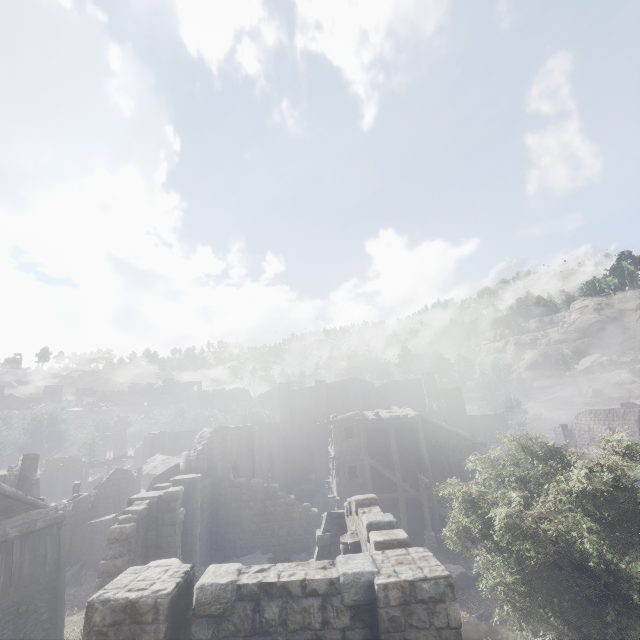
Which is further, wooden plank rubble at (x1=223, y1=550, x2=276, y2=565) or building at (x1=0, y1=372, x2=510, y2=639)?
wooden plank rubble at (x1=223, y1=550, x2=276, y2=565)

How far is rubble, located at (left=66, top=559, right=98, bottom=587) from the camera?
20.31m

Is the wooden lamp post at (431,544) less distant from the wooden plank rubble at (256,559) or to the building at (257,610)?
the building at (257,610)

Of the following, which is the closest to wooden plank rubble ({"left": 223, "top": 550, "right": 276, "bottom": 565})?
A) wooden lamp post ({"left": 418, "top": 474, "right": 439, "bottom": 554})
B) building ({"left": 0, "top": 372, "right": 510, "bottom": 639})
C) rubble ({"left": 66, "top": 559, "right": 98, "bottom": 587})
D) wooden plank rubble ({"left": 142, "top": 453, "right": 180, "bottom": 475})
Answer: building ({"left": 0, "top": 372, "right": 510, "bottom": 639})

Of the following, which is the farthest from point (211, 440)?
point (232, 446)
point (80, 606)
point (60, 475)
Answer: point (60, 475)

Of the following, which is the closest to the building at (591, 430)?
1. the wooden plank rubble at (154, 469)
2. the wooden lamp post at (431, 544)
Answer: the wooden lamp post at (431, 544)

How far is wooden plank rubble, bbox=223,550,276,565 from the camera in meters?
19.6 m

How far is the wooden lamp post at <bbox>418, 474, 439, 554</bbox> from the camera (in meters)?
21.19
